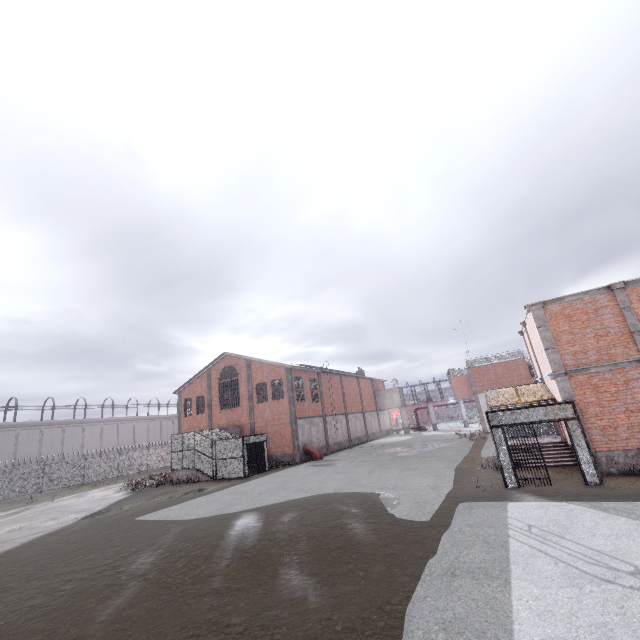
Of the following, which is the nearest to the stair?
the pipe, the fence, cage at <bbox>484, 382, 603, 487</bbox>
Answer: cage at <bbox>484, 382, 603, 487</bbox>

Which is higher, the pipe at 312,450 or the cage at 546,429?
the cage at 546,429

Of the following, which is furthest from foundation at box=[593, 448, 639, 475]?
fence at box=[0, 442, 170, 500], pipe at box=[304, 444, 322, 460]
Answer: pipe at box=[304, 444, 322, 460]

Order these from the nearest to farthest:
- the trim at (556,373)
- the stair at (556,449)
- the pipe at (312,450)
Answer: the trim at (556,373) → the stair at (556,449) → the pipe at (312,450)

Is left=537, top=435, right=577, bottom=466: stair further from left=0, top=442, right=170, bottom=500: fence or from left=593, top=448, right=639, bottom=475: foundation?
left=0, top=442, right=170, bottom=500: fence

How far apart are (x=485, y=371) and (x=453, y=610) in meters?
35.7 m

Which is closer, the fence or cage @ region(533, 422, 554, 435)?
cage @ region(533, 422, 554, 435)

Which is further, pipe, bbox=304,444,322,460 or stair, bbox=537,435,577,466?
pipe, bbox=304,444,322,460
